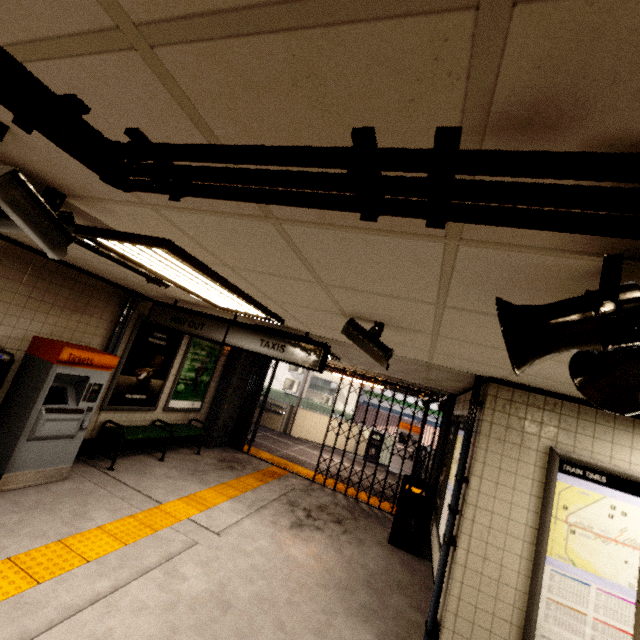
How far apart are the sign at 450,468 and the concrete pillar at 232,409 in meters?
5.3

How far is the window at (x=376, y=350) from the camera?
2.5m

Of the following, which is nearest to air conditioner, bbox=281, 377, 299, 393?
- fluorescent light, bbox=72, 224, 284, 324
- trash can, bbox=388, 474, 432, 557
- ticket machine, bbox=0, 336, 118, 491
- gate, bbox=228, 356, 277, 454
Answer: gate, bbox=228, 356, 277, 454

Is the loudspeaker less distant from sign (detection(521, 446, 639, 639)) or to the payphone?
sign (detection(521, 446, 639, 639))

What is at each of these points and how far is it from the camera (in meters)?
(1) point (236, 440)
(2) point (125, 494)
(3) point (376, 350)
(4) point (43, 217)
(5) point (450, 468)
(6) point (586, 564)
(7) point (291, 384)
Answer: (1) gate, 8.99
(2) building, 4.80
(3) window, 2.54
(4) window, 1.77
(5) sign, 4.95
(6) sign, 2.94
(7) air conditioner, 22.48

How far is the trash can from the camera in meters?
5.7

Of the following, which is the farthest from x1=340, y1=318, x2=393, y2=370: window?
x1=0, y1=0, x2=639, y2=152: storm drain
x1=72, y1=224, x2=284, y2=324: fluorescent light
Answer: x1=72, y1=224, x2=284, y2=324: fluorescent light

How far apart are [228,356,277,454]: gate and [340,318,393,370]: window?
5.8m
